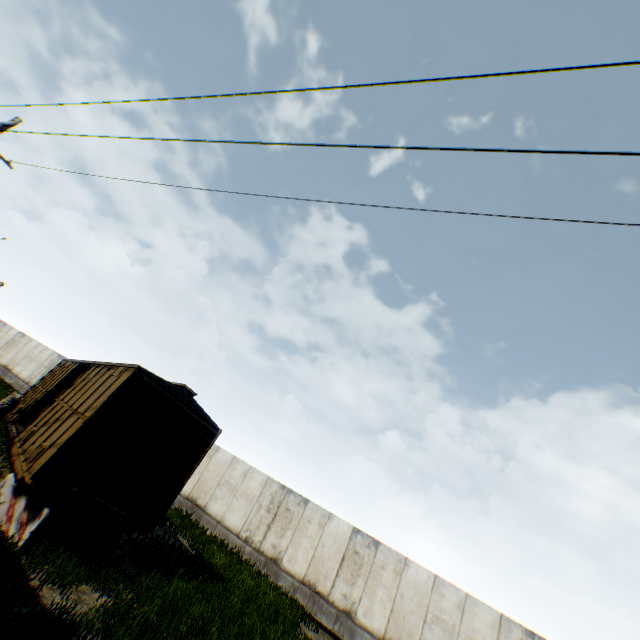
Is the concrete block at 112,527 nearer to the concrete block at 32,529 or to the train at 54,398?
the train at 54,398

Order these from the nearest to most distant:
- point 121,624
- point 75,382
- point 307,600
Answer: point 121,624
point 75,382
point 307,600

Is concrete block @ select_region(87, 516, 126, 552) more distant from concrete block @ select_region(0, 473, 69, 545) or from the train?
concrete block @ select_region(0, 473, 69, 545)

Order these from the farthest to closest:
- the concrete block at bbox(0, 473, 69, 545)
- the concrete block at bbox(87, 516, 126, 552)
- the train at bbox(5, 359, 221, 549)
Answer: the concrete block at bbox(87, 516, 126, 552) < the train at bbox(5, 359, 221, 549) < the concrete block at bbox(0, 473, 69, 545)

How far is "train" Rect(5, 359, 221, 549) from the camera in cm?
753

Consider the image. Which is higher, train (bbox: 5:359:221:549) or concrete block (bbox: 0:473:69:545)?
train (bbox: 5:359:221:549)

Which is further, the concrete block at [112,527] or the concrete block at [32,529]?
the concrete block at [112,527]
